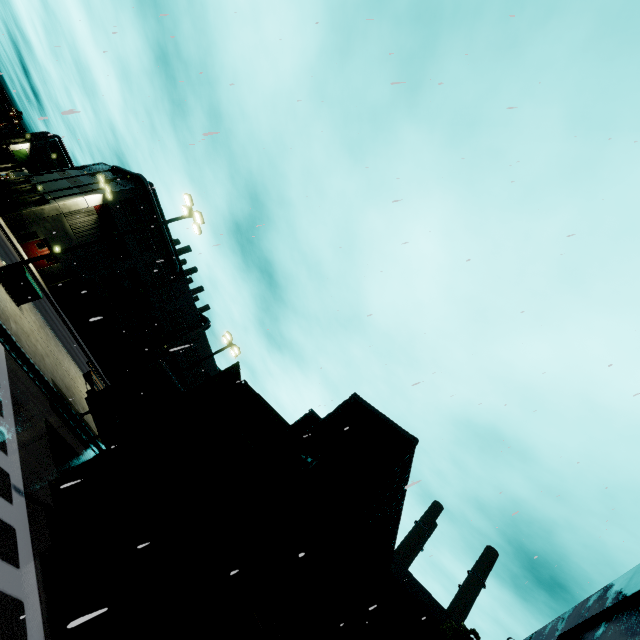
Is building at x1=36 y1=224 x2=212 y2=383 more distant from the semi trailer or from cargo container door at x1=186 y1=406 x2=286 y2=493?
cargo container door at x1=186 y1=406 x2=286 y2=493

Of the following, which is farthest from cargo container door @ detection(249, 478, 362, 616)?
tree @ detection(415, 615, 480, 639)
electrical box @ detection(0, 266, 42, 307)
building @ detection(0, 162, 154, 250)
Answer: tree @ detection(415, 615, 480, 639)

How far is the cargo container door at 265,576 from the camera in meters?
6.4

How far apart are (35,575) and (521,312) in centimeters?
1018cm

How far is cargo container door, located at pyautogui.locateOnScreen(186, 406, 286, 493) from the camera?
7.9 meters

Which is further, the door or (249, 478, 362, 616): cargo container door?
the door

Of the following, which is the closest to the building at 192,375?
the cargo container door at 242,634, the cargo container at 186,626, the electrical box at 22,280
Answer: the cargo container at 186,626
